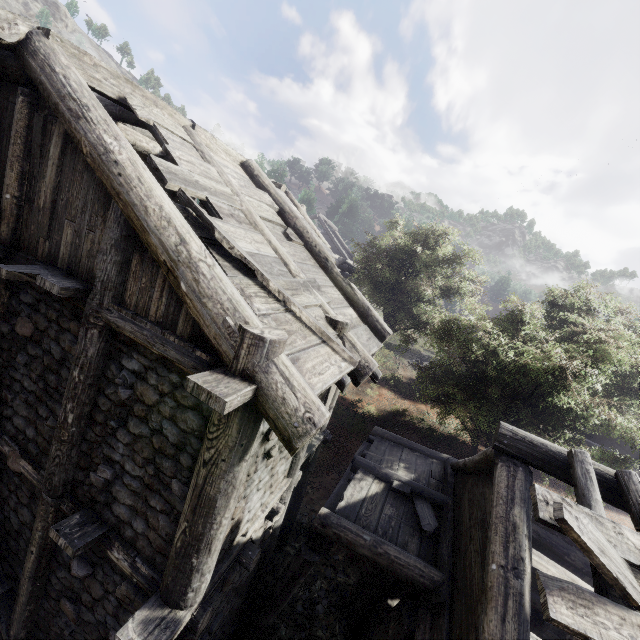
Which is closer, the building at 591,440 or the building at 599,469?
the building at 599,469

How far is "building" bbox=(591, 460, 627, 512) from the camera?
4.10m

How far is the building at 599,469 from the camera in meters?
4.1

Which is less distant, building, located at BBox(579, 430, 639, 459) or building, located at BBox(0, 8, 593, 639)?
building, located at BBox(0, 8, 593, 639)

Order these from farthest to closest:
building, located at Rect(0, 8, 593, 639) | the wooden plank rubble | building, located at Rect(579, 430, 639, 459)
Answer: building, located at Rect(579, 430, 639, 459)
building, located at Rect(0, 8, 593, 639)
the wooden plank rubble

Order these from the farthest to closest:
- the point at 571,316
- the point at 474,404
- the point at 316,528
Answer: the point at 571,316 → the point at 474,404 → the point at 316,528

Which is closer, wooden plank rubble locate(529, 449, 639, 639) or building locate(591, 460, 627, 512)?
wooden plank rubble locate(529, 449, 639, 639)
